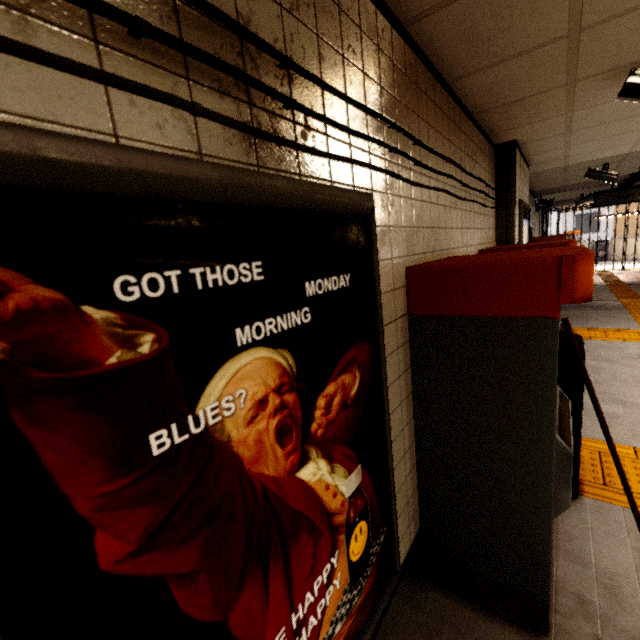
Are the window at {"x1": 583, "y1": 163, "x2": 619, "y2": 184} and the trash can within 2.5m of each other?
no

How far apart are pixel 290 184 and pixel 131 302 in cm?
51

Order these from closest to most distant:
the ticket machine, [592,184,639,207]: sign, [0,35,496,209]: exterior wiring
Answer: [0,35,496,209]: exterior wiring < the ticket machine < [592,184,639,207]: sign

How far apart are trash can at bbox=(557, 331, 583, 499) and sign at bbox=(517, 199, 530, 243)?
1.4 meters

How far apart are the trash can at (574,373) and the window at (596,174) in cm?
463

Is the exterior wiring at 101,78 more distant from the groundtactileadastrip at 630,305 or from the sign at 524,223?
the groundtactileadastrip at 630,305

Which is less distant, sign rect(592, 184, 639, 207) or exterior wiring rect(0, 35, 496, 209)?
exterior wiring rect(0, 35, 496, 209)

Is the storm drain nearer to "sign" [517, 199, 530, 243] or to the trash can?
"sign" [517, 199, 530, 243]
